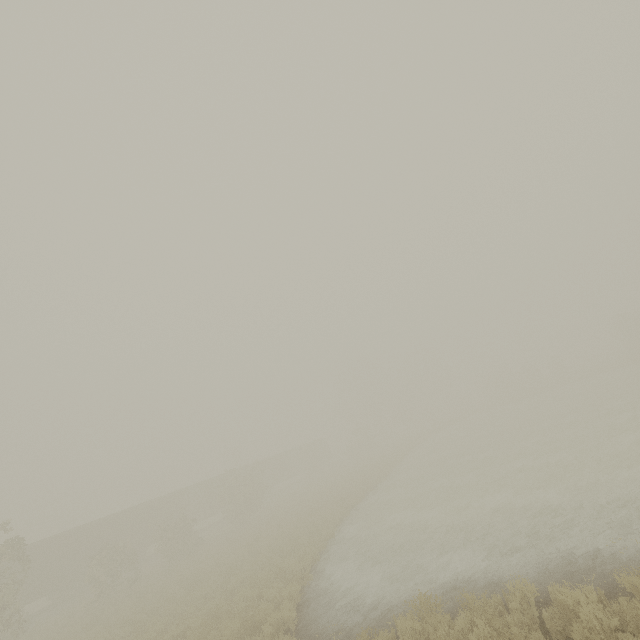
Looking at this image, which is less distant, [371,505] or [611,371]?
[371,505]

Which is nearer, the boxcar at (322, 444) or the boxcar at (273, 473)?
the boxcar at (273, 473)

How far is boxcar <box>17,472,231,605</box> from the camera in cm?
2448

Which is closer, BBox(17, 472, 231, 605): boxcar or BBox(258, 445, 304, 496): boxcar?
BBox(17, 472, 231, 605): boxcar

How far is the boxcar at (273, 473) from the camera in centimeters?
→ 4438cm

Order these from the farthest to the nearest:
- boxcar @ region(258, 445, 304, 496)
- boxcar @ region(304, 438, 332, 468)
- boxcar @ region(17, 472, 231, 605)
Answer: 1. boxcar @ region(304, 438, 332, 468)
2. boxcar @ region(258, 445, 304, 496)
3. boxcar @ region(17, 472, 231, 605)
